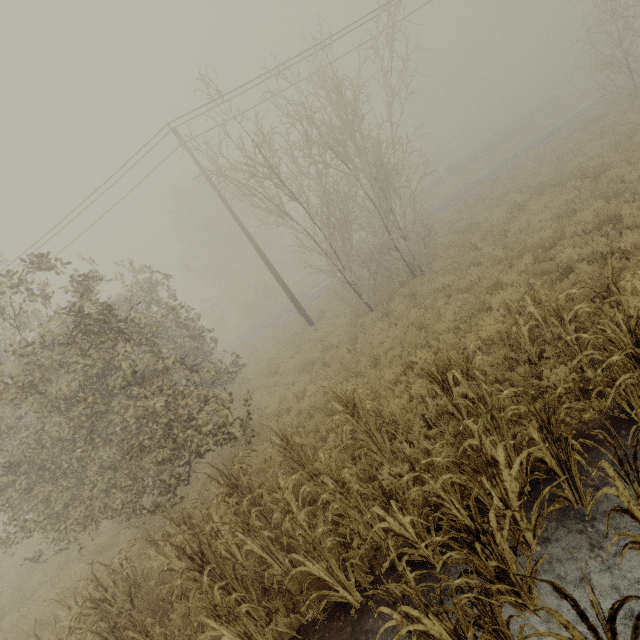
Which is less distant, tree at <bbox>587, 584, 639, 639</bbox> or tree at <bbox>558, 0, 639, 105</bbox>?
tree at <bbox>587, 584, 639, 639</bbox>

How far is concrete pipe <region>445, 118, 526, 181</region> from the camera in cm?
4069

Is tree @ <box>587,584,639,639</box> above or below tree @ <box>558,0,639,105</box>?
below

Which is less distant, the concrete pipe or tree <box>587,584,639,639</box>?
tree <box>587,584,639,639</box>

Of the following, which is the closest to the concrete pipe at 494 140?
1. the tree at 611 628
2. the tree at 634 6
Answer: the tree at 634 6

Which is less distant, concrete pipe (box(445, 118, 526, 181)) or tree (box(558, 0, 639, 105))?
tree (box(558, 0, 639, 105))

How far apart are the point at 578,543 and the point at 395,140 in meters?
15.2 m

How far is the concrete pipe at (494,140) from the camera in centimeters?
4069cm
